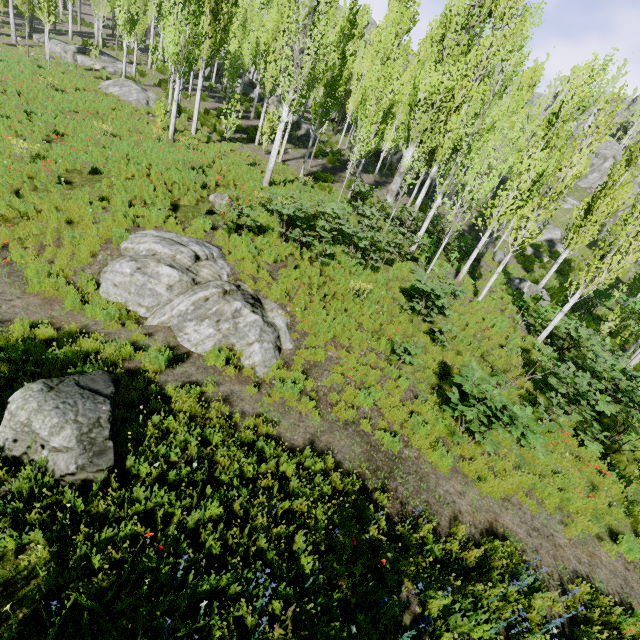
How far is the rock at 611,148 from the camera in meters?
43.8 m

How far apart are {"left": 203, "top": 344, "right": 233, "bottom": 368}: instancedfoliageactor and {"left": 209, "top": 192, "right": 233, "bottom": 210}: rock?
6.1 meters

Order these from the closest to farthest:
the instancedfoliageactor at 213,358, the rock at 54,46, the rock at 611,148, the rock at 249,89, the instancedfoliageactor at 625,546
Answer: the instancedfoliageactor at 625,546, the instancedfoliageactor at 213,358, the rock at 54,46, the rock at 249,89, the rock at 611,148

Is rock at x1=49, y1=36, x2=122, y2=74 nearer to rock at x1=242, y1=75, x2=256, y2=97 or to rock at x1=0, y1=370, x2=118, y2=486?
rock at x1=242, y1=75, x2=256, y2=97

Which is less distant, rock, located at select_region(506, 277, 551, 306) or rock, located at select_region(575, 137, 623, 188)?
rock, located at select_region(506, 277, 551, 306)

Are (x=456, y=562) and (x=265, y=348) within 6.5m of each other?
yes

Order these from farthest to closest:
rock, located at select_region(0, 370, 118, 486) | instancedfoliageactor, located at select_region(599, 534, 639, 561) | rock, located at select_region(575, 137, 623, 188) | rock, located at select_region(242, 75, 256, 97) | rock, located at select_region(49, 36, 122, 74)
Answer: rock, located at select_region(575, 137, 623, 188), rock, located at select_region(242, 75, 256, 97), rock, located at select_region(49, 36, 122, 74), instancedfoliageactor, located at select_region(599, 534, 639, 561), rock, located at select_region(0, 370, 118, 486)

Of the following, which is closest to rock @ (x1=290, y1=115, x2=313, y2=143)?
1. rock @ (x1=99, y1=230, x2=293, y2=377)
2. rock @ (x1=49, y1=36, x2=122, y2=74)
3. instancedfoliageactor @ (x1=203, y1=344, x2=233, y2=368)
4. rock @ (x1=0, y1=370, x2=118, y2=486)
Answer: rock @ (x1=49, y1=36, x2=122, y2=74)
